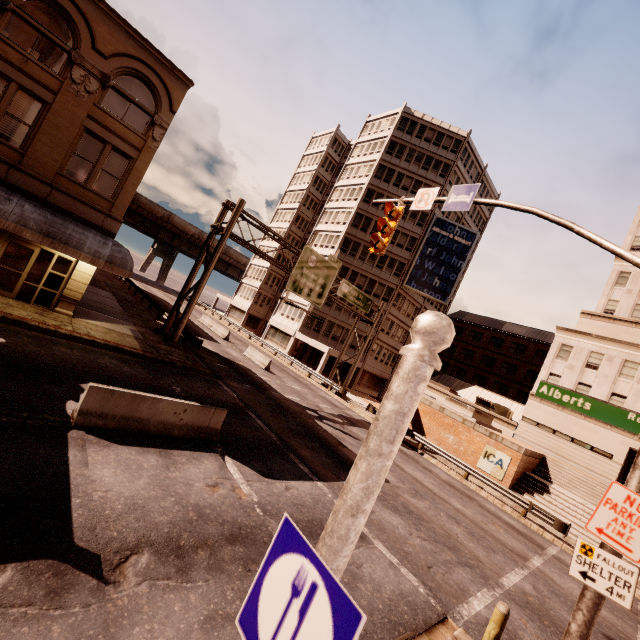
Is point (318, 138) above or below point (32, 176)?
above

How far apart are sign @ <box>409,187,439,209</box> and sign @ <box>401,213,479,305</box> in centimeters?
3353cm

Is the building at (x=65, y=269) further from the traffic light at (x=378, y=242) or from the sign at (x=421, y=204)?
the sign at (x=421, y=204)

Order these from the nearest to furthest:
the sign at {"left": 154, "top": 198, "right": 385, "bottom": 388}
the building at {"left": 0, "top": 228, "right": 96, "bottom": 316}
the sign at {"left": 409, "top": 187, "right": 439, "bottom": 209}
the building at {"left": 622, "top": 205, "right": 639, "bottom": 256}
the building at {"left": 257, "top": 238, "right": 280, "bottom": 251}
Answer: the sign at {"left": 409, "top": 187, "right": 439, "bottom": 209}, the building at {"left": 0, "top": 228, "right": 96, "bottom": 316}, the sign at {"left": 154, "top": 198, "right": 385, "bottom": 388}, the building at {"left": 622, "top": 205, "right": 639, "bottom": 256}, the building at {"left": 257, "top": 238, "right": 280, "bottom": 251}

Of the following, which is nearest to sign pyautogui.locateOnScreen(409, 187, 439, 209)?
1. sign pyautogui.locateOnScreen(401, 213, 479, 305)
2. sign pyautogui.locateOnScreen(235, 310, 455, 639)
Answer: sign pyautogui.locateOnScreen(235, 310, 455, 639)

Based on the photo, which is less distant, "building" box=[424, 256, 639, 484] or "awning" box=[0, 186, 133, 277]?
"awning" box=[0, 186, 133, 277]

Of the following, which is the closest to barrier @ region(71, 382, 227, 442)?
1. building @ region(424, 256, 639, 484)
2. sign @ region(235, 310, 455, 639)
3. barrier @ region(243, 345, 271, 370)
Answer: sign @ region(235, 310, 455, 639)

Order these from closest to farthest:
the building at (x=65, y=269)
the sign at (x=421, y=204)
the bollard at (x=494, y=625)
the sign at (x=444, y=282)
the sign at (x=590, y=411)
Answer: the sign at (x=590, y=411) < the bollard at (x=494, y=625) < the sign at (x=421, y=204) < the building at (x=65, y=269) < the sign at (x=444, y=282)
